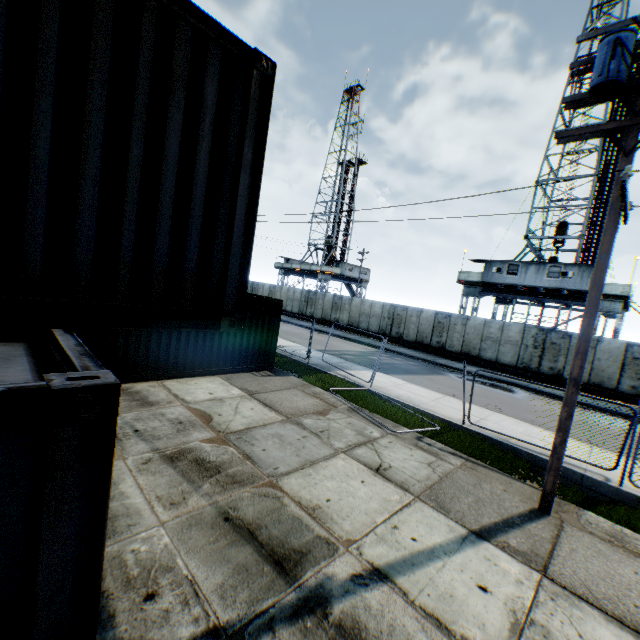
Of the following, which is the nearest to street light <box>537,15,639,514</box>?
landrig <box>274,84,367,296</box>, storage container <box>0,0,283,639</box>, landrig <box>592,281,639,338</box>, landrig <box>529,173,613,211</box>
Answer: storage container <box>0,0,283,639</box>

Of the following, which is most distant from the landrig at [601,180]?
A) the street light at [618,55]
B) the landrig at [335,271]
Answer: the landrig at [335,271]

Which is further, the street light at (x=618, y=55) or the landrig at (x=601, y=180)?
the landrig at (x=601, y=180)

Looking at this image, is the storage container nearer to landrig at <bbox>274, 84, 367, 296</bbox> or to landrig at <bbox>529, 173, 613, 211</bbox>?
landrig at <bbox>529, 173, 613, 211</bbox>

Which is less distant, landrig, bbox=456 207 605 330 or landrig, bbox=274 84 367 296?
landrig, bbox=456 207 605 330

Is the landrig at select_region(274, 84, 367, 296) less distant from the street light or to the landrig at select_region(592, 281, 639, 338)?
the landrig at select_region(592, 281, 639, 338)

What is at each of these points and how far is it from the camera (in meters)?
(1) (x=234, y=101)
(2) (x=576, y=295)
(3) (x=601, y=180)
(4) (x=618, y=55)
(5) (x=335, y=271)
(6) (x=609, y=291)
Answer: (1) storage container, 3.33
(2) landrig, 22.89
(3) landrig, 25.25
(4) street light, 5.38
(5) landrig, 45.31
(6) landrig, 21.73

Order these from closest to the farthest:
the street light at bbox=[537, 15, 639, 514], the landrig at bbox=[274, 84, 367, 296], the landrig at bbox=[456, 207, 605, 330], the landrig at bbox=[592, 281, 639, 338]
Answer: the street light at bbox=[537, 15, 639, 514] < the landrig at bbox=[592, 281, 639, 338] < the landrig at bbox=[456, 207, 605, 330] < the landrig at bbox=[274, 84, 367, 296]
